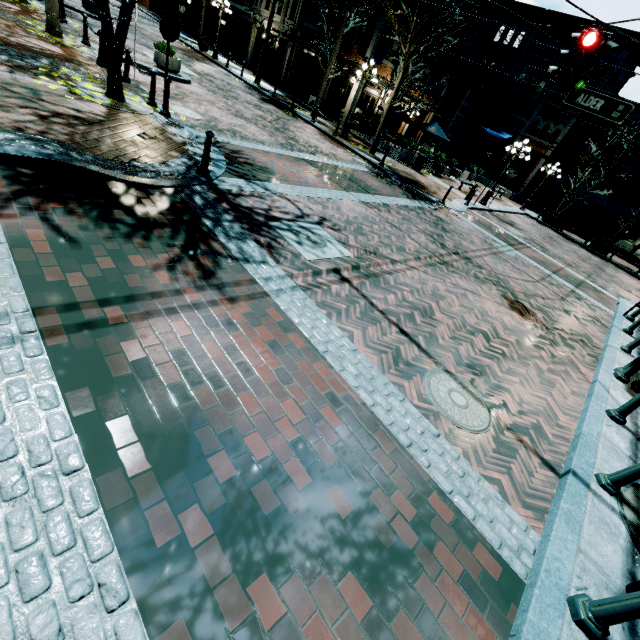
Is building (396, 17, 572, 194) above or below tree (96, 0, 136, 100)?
above

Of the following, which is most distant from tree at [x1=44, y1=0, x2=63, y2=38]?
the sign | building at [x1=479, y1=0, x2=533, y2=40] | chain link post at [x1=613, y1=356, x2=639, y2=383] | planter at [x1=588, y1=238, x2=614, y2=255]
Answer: planter at [x1=588, y1=238, x2=614, y2=255]

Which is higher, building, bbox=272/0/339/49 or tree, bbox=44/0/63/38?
building, bbox=272/0/339/49

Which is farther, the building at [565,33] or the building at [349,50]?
the building at [565,33]

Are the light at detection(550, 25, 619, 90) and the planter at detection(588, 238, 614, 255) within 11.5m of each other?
no

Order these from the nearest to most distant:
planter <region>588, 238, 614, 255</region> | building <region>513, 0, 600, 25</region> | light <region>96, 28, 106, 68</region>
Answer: light <region>96, 28, 106, 68</region> → planter <region>588, 238, 614, 255</region> → building <region>513, 0, 600, 25</region>

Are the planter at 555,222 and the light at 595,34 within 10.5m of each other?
no

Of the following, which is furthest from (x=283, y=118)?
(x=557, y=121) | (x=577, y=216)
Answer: (x=577, y=216)
